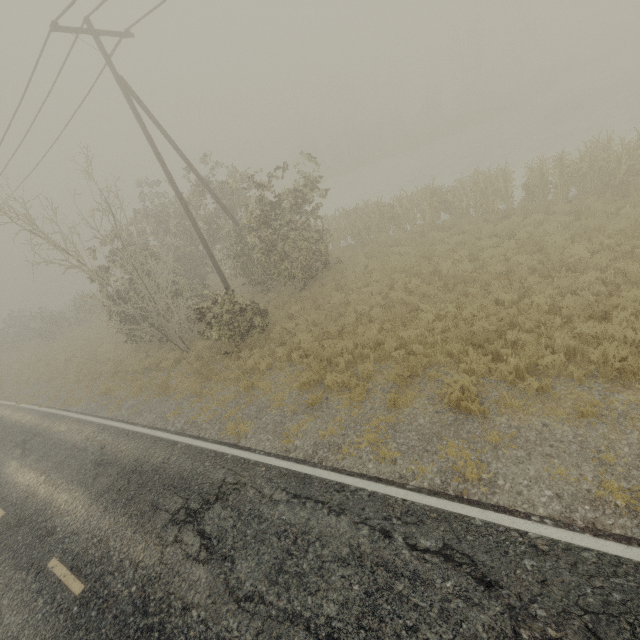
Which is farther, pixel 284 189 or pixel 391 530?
pixel 284 189

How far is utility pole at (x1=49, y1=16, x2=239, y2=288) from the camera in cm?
1112

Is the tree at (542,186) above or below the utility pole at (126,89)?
below

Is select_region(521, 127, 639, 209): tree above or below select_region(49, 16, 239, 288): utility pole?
below

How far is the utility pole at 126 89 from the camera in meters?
11.1 m
